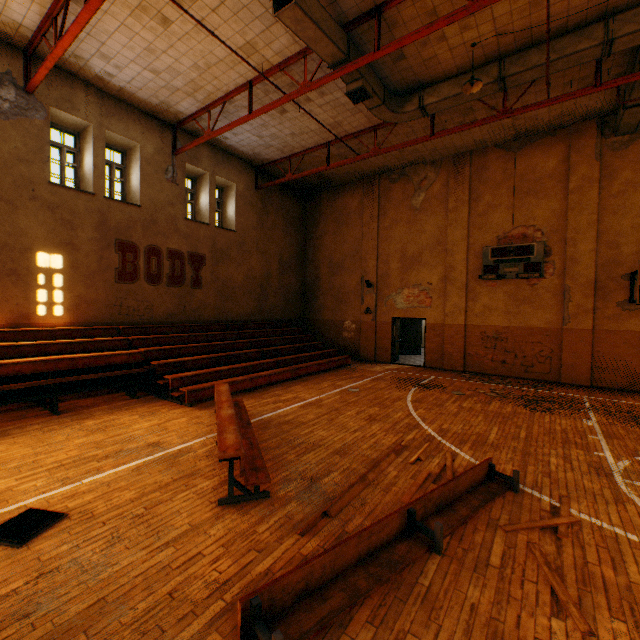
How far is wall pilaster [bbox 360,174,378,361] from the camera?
15.4m

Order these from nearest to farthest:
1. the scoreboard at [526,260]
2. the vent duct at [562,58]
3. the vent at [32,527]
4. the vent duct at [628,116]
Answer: the vent at [32,527] < the vent duct at [562,58] < the vent duct at [628,116] < the scoreboard at [526,260]

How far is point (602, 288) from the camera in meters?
10.7 m

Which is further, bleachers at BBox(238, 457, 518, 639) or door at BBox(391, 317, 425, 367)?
door at BBox(391, 317, 425, 367)

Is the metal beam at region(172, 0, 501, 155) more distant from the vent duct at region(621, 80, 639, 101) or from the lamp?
the lamp

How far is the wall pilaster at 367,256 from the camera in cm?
1537

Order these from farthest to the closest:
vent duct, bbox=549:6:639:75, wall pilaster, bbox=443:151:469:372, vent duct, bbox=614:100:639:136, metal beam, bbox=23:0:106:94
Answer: wall pilaster, bbox=443:151:469:372 < vent duct, bbox=614:100:639:136 < vent duct, bbox=549:6:639:75 < metal beam, bbox=23:0:106:94

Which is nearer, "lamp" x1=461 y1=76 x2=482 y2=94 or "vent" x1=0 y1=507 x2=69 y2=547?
"vent" x1=0 y1=507 x2=69 y2=547
